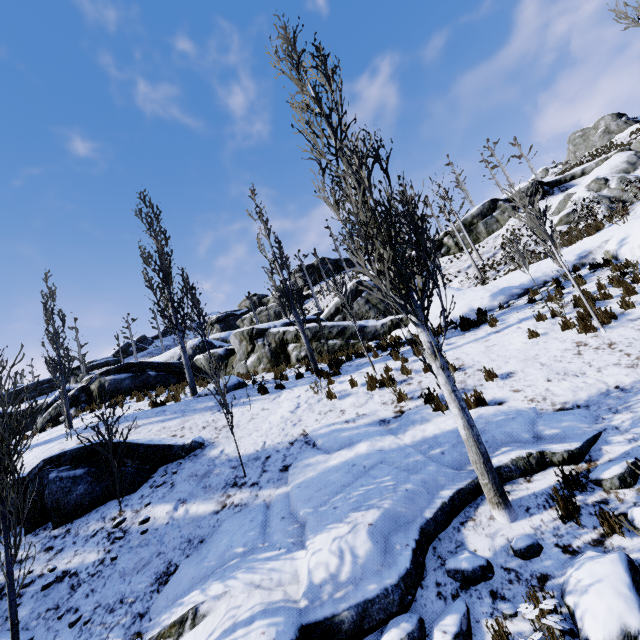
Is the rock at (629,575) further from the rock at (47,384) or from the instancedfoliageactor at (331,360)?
the rock at (47,384)

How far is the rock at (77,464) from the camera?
6.94m

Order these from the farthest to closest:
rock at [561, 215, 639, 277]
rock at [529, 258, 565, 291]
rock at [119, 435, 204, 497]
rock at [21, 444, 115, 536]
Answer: rock at [529, 258, 565, 291] → rock at [561, 215, 639, 277] → rock at [119, 435, 204, 497] → rock at [21, 444, 115, 536]

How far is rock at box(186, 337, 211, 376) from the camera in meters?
19.7

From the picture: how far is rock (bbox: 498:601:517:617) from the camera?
3.5m

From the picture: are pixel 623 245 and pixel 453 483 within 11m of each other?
no

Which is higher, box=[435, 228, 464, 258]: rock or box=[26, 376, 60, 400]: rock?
box=[26, 376, 60, 400]: rock

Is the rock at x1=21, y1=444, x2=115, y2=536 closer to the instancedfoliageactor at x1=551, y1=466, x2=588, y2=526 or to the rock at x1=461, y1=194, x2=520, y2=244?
the instancedfoliageactor at x1=551, y1=466, x2=588, y2=526
